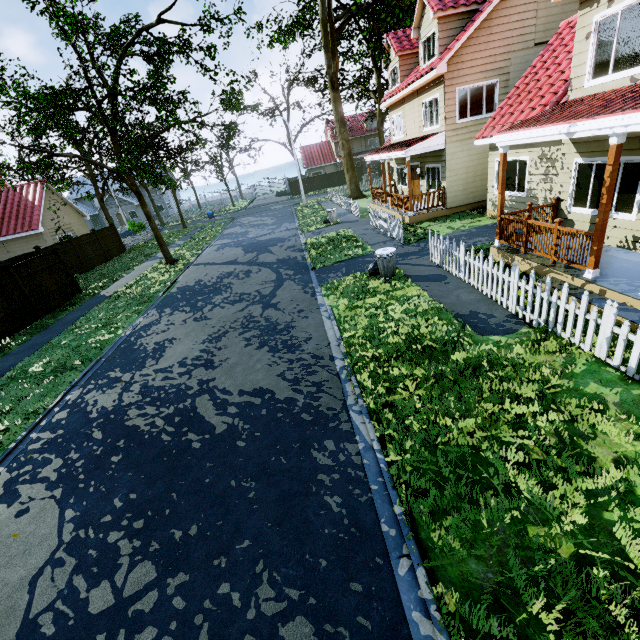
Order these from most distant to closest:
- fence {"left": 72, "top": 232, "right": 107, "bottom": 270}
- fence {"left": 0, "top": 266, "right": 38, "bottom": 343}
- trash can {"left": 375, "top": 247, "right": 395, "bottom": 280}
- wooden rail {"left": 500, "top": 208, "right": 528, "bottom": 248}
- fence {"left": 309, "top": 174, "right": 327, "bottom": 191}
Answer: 1. fence {"left": 309, "top": 174, "right": 327, "bottom": 191}
2. fence {"left": 72, "top": 232, "right": 107, "bottom": 270}
3. fence {"left": 0, "top": 266, "right": 38, "bottom": 343}
4. trash can {"left": 375, "top": 247, "right": 395, "bottom": 280}
5. wooden rail {"left": 500, "top": 208, "right": 528, "bottom": 248}

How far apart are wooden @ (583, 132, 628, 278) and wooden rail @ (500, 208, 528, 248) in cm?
212

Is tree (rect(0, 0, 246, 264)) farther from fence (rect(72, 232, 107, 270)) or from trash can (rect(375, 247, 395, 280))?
trash can (rect(375, 247, 395, 280))

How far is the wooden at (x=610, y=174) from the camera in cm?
583

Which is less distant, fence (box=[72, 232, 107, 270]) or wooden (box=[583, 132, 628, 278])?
wooden (box=[583, 132, 628, 278])

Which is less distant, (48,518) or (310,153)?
(48,518)

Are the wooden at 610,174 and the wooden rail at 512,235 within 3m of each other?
yes

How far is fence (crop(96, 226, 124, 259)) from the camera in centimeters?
2493cm
